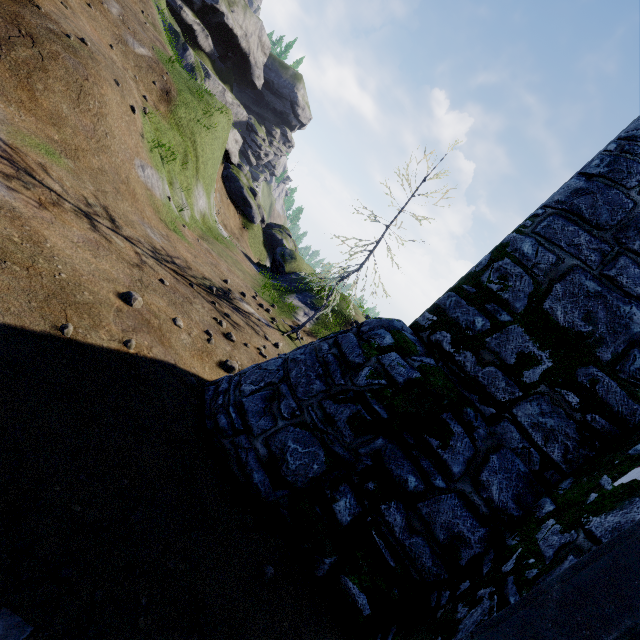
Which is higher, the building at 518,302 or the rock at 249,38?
the rock at 249,38

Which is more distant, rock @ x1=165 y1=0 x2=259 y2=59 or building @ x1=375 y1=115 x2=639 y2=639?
rock @ x1=165 y1=0 x2=259 y2=59

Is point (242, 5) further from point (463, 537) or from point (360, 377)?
point (463, 537)

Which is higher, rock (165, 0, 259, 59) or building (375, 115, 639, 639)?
rock (165, 0, 259, 59)

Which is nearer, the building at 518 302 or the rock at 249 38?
the building at 518 302
